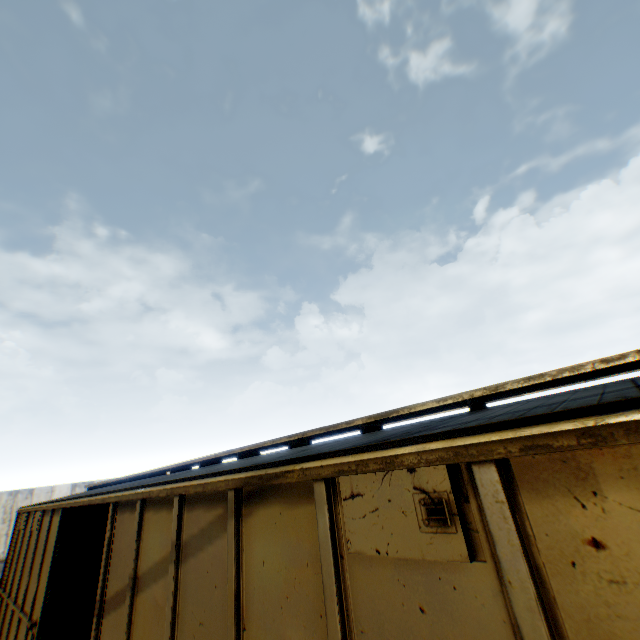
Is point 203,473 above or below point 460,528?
above
